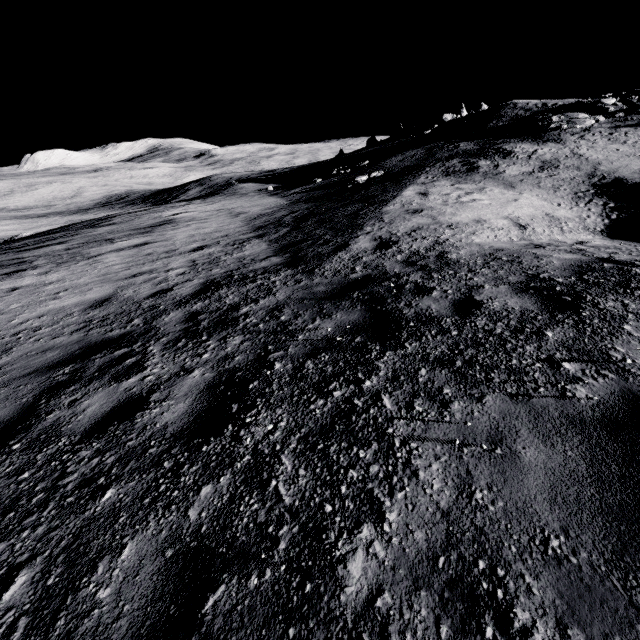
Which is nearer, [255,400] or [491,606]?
[491,606]
